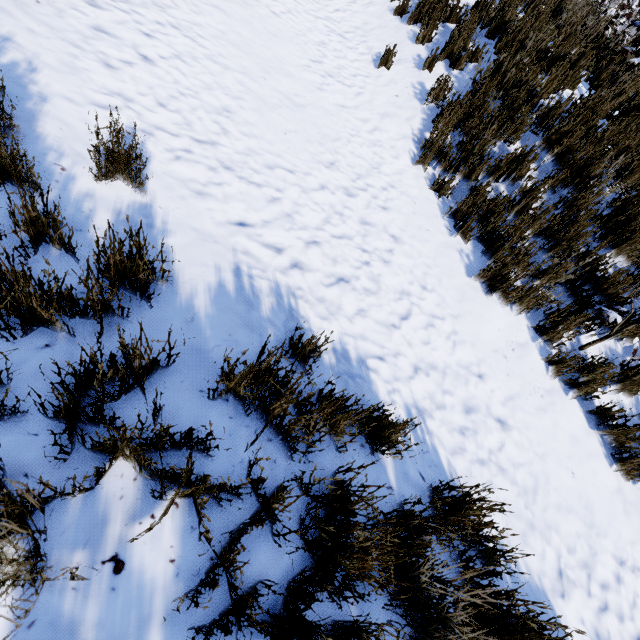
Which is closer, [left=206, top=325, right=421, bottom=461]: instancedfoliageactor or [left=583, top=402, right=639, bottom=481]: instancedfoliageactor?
[left=206, top=325, right=421, bottom=461]: instancedfoliageactor

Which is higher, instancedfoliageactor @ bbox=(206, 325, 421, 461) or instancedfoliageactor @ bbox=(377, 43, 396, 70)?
instancedfoliageactor @ bbox=(377, 43, 396, 70)

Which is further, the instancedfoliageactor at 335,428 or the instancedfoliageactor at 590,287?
the instancedfoliageactor at 590,287

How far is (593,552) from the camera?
2.59m

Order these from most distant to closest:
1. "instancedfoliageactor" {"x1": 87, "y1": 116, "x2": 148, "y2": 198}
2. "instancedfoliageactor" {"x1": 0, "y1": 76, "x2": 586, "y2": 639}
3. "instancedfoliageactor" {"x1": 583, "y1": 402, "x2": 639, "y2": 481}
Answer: "instancedfoliageactor" {"x1": 583, "y1": 402, "x2": 639, "y2": 481}, "instancedfoliageactor" {"x1": 87, "y1": 116, "x2": 148, "y2": 198}, "instancedfoliageactor" {"x1": 0, "y1": 76, "x2": 586, "y2": 639}

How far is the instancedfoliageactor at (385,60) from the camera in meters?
5.0 m
